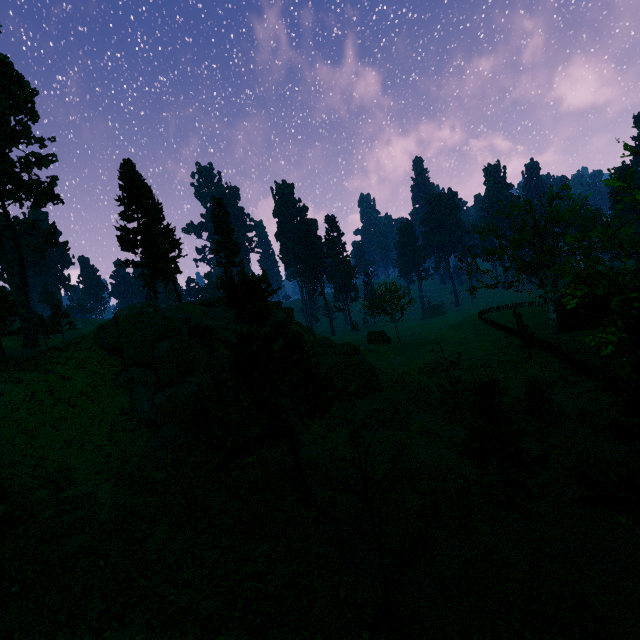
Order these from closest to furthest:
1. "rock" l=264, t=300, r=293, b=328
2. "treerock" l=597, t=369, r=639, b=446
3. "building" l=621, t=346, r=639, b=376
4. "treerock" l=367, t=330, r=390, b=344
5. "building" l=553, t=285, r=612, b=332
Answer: "treerock" l=597, t=369, r=639, b=446 < "building" l=621, t=346, r=639, b=376 < "rock" l=264, t=300, r=293, b=328 < "building" l=553, t=285, r=612, b=332 < "treerock" l=367, t=330, r=390, b=344

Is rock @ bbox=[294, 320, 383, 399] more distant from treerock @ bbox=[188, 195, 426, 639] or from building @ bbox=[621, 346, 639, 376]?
building @ bbox=[621, 346, 639, 376]

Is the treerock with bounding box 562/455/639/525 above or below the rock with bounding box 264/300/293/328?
below

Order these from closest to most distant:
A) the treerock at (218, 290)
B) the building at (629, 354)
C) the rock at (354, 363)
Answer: the treerock at (218, 290) → the building at (629, 354) → the rock at (354, 363)

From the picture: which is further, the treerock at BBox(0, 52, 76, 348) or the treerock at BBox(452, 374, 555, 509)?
the treerock at BBox(0, 52, 76, 348)

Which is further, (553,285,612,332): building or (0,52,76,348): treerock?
(553,285,612,332): building

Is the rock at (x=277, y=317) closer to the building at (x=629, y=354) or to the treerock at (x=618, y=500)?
the treerock at (x=618, y=500)

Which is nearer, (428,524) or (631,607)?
(631,607)
